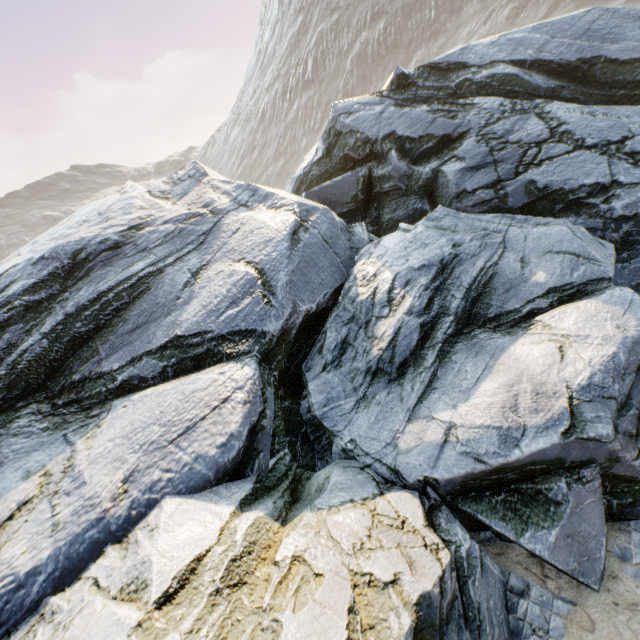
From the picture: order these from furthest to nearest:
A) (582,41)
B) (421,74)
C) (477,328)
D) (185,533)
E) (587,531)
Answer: (421,74) < (582,41) < (477,328) < (587,531) < (185,533)
